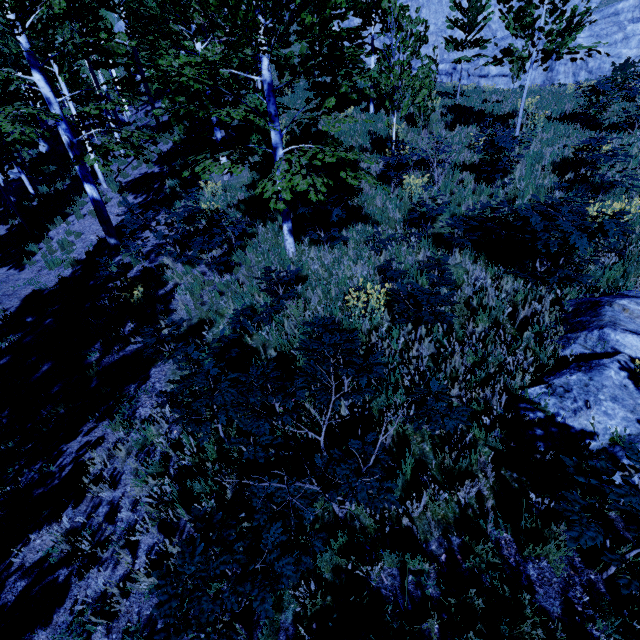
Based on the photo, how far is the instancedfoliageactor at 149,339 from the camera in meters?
5.1

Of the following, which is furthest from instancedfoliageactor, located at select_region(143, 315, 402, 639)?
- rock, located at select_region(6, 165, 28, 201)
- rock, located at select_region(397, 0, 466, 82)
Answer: rock, located at select_region(397, 0, 466, 82)

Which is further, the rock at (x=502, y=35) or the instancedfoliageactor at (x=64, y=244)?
the rock at (x=502, y=35)

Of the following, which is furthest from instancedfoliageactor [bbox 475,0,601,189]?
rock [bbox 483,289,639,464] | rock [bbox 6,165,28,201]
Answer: rock [bbox 483,289,639,464]

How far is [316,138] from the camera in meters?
14.0 m

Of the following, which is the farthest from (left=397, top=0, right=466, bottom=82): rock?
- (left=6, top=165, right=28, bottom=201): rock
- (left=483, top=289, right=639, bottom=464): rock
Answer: (left=6, top=165, right=28, bottom=201): rock

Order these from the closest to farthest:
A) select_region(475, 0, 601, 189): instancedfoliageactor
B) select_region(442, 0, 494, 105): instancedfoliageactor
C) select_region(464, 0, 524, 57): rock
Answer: select_region(475, 0, 601, 189): instancedfoliageactor, select_region(442, 0, 494, 105): instancedfoliageactor, select_region(464, 0, 524, 57): rock
